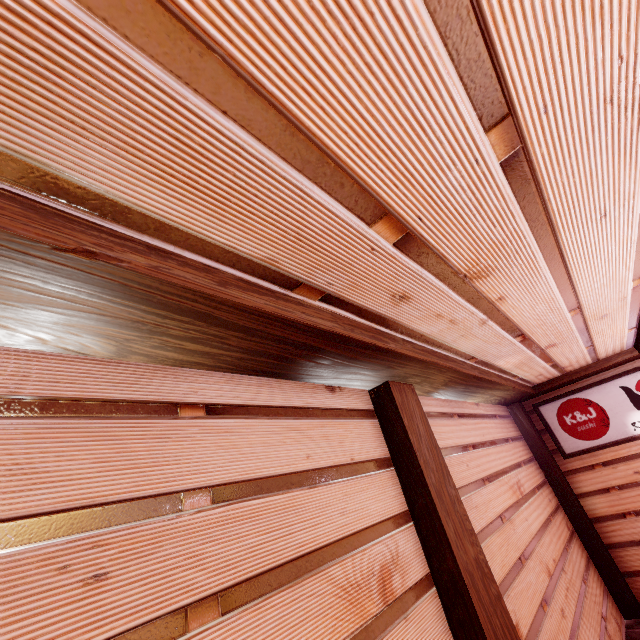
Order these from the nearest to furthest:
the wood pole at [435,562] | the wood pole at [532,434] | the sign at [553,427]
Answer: the wood pole at [435,562] < the wood pole at [532,434] < the sign at [553,427]

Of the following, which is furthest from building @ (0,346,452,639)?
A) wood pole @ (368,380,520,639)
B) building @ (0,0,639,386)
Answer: building @ (0,0,639,386)

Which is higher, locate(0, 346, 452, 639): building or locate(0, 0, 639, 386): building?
locate(0, 0, 639, 386): building

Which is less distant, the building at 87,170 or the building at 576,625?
the building at 87,170

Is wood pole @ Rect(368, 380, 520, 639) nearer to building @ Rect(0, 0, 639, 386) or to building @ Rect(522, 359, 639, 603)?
building @ Rect(522, 359, 639, 603)

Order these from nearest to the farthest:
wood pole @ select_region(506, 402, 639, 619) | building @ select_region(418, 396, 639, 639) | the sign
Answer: building @ select_region(418, 396, 639, 639) → wood pole @ select_region(506, 402, 639, 619) → the sign

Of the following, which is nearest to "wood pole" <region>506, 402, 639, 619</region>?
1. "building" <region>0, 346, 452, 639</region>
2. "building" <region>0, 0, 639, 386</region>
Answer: "building" <region>0, 346, 452, 639</region>

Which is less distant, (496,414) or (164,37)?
(164,37)
